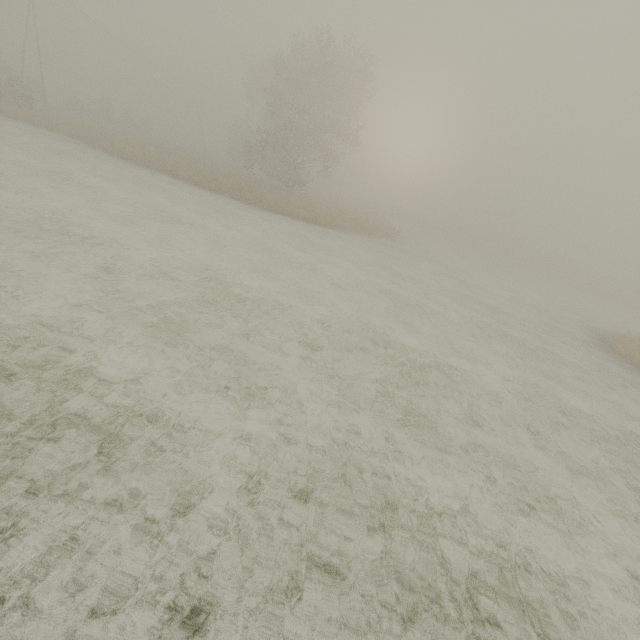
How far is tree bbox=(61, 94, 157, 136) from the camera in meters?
41.5 m

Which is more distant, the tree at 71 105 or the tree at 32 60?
the tree at 32 60

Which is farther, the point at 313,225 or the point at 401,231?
the point at 401,231

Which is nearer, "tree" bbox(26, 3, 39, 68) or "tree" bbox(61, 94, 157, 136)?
"tree" bbox(61, 94, 157, 136)

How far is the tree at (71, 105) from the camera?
41.5m

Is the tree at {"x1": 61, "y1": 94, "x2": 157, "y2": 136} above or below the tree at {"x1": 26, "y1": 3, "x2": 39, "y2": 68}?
below
